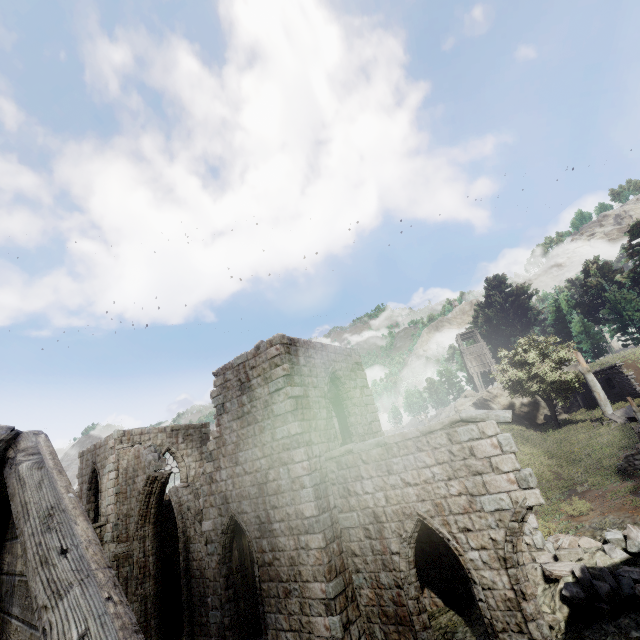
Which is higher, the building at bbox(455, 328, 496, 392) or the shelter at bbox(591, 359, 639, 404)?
the building at bbox(455, 328, 496, 392)

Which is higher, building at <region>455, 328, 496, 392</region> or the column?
building at <region>455, 328, 496, 392</region>

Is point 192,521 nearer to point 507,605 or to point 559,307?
point 507,605

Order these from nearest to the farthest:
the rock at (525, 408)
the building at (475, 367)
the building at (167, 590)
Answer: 1. the building at (167, 590)
2. the rock at (525, 408)
3. the building at (475, 367)

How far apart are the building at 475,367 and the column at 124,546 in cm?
4138

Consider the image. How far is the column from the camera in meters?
15.7

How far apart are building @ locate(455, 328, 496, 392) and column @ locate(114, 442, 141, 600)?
41.4 meters

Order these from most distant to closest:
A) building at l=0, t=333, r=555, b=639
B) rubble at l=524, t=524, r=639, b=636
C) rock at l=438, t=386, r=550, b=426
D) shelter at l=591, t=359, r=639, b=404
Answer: rock at l=438, t=386, r=550, b=426, shelter at l=591, t=359, r=639, b=404, rubble at l=524, t=524, r=639, b=636, building at l=0, t=333, r=555, b=639
